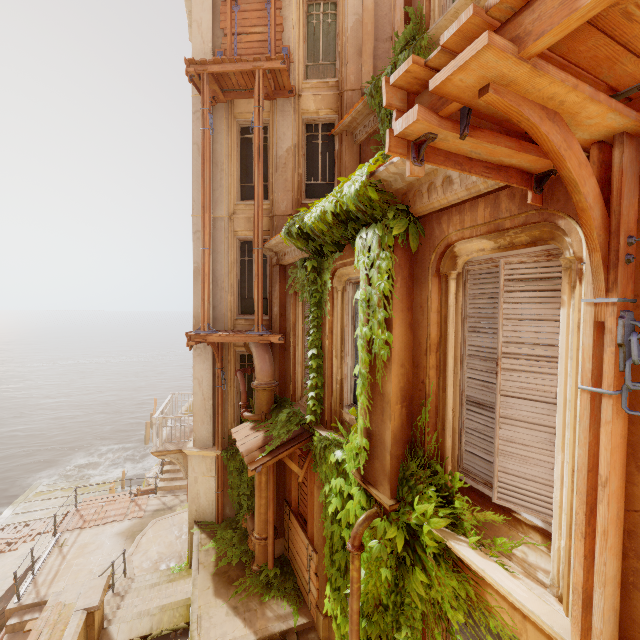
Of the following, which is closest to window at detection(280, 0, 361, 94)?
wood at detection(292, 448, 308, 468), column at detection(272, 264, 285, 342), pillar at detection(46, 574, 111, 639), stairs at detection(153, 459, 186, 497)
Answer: column at detection(272, 264, 285, 342)

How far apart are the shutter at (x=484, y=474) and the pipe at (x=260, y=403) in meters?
5.3 m

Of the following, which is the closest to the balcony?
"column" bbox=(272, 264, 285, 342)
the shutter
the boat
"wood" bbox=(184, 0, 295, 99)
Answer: "column" bbox=(272, 264, 285, 342)

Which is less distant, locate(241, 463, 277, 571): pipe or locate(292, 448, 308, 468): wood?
locate(292, 448, 308, 468): wood

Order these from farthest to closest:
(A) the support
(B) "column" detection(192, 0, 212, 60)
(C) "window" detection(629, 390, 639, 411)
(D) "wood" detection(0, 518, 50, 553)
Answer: (D) "wood" detection(0, 518, 50, 553), (A) the support, (B) "column" detection(192, 0, 212, 60), (C) "window" detection(629, 390, 639, 411)

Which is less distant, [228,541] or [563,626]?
[563,626]

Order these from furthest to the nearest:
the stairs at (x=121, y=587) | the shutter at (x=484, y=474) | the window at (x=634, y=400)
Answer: the stairs at (x=121, y=587) → the shutter at (x=484, y=474) → the window at (x=634, y=400)

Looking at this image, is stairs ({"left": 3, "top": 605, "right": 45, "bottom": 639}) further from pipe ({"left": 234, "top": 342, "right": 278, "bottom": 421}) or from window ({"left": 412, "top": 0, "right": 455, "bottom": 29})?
window ({"left": 412, "top": 0, "right": 455, "bottom": 29})
